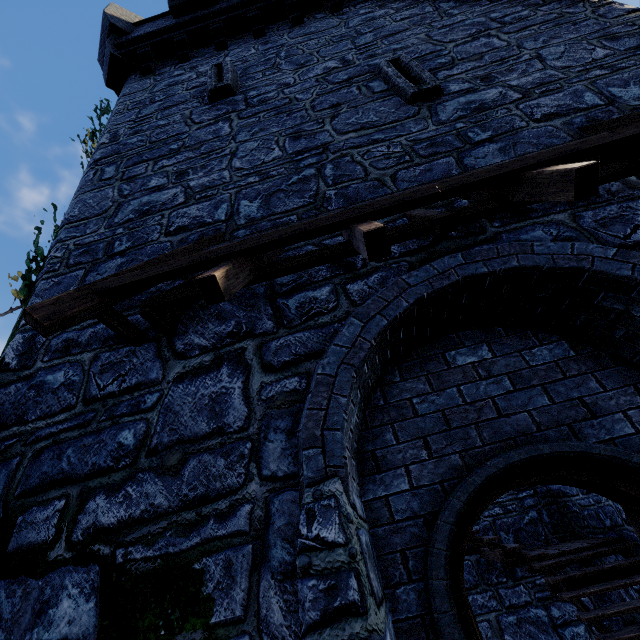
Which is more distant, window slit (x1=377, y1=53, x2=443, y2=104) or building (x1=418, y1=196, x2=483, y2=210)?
window slit (x1=377, y1=53, x2=443, y2=104)

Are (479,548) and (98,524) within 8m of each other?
no

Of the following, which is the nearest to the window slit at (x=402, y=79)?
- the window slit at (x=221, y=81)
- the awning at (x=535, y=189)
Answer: the awning at (x=535, y=189)

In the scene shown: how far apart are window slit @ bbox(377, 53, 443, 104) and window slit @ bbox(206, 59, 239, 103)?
2.6m

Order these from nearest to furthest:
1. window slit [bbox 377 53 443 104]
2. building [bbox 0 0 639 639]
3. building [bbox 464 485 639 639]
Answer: building [bbox 0 0 639 639]
window slit [bbox 377 53 443 104]
building [bbox 464 485 639 639]

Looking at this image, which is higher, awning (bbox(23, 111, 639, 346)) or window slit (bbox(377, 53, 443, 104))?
window slit (bbox(377, 53, 443, 104))

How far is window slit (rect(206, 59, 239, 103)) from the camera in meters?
6.2 m

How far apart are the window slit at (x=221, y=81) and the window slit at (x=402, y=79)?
2.56m
